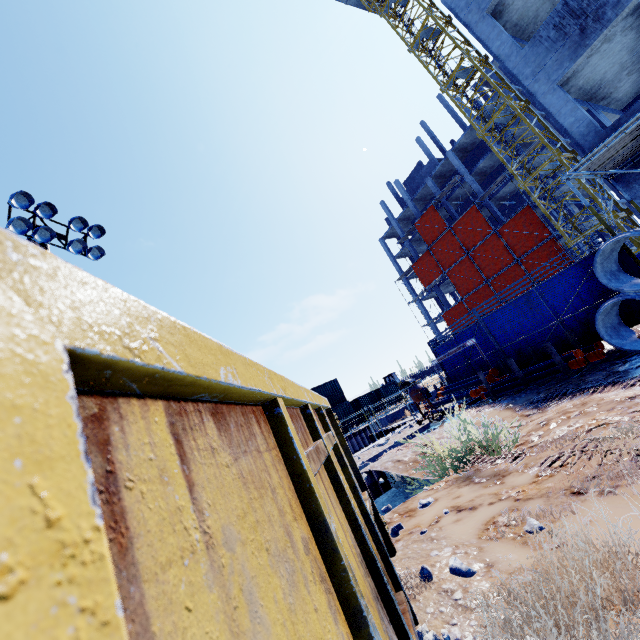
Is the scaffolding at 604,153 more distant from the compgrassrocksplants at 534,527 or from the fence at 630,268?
the compgrassrocksplants at 534,527

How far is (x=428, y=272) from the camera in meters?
43.0

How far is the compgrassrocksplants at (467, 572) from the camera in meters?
2.5

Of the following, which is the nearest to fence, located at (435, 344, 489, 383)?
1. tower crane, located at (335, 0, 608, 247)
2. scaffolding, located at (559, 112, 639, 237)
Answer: scaffolding, located at (559, 112, 639, 237)

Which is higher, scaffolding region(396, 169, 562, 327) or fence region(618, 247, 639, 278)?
scaffolding region(396, 169, 562, 327)

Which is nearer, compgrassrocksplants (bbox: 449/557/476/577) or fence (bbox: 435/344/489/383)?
compgrassrocksplants (bbox: 449/557/476/577)

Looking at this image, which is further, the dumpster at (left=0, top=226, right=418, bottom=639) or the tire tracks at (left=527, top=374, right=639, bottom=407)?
the tire tracks at (left=527, top=374, right=639, bottom=407)

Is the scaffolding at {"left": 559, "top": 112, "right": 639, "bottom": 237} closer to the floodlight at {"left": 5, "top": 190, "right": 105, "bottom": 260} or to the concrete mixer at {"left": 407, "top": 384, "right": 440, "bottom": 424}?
the concrete mixer at {"left": 407, "top": 384, "right": 440, "bottom": 424}
